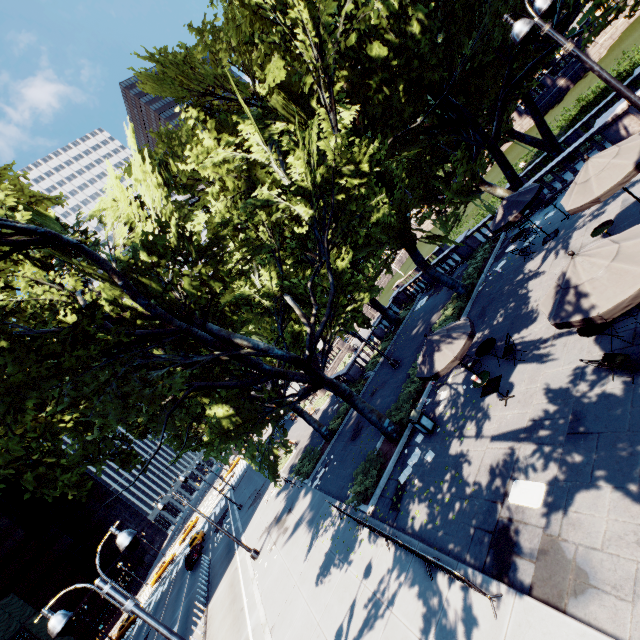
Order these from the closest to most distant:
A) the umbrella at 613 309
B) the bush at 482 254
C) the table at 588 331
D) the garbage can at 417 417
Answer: the umbrella at 613 309, the table at 588 331, the garbage can at 417 417, the bush at 482 254

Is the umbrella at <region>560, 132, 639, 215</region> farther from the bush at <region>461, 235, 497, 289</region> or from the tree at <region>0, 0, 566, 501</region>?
the bush at <region>461, 235, 497, 289</region>

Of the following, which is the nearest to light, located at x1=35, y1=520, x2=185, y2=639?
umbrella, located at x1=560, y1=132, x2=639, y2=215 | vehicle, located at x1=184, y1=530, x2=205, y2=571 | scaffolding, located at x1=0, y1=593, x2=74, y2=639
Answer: umbrella, located at x1=560, y1=132, x2=639, y2=215

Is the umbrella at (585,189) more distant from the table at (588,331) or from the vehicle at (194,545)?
the vehicle at (194,545)

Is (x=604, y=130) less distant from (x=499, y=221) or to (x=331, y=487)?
(x=499, y=221)

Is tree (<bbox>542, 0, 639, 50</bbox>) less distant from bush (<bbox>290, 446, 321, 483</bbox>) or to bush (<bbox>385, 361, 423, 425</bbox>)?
bush (<bbox>385, 361, 423, 425</bbox>)

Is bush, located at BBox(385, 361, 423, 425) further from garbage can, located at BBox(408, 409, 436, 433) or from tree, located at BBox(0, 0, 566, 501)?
garbage can, located at BBox(408, 409, 436, 433)

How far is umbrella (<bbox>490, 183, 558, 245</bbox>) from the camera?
14.5 meters
